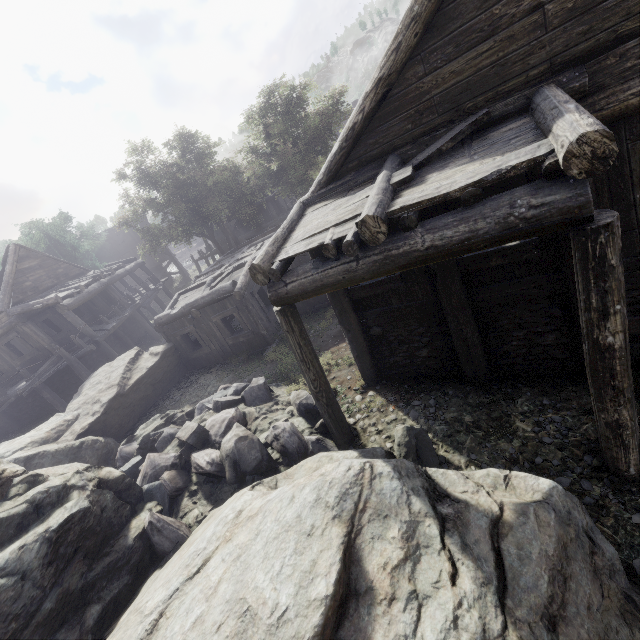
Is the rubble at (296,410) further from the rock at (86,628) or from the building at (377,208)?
the building at (377,208)

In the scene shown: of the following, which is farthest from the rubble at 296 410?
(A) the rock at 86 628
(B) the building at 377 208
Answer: (B) the building at 377 208

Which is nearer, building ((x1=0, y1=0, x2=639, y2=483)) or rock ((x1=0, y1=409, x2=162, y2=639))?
building ((x1=0, y1=0, x2=639, y2=483))

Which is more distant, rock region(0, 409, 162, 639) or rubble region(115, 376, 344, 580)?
rubble region(115, 376, 344, 580)

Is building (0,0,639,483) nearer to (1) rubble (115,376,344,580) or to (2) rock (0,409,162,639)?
(2) rock (0,409,162,639)

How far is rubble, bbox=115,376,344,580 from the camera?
6.4 meters

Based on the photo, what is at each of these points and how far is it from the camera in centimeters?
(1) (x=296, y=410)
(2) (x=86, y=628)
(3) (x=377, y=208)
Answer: (1) rubble, 820cm
(2) rock, 467cm
(3) building, 432cm
